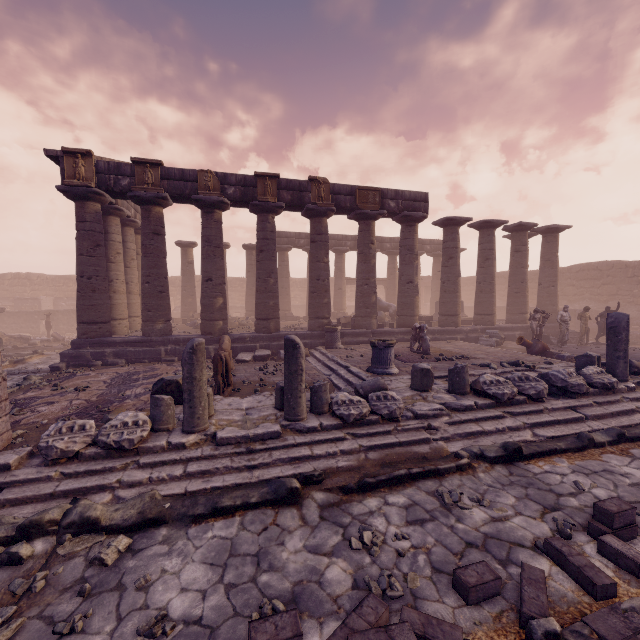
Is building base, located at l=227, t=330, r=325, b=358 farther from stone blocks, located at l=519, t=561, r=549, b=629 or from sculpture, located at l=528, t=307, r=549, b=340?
stone blocks, located at l=519, t=561, r=549, b=629

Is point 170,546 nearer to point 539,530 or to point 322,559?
point 322,559

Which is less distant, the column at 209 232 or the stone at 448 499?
the stone at 448 499

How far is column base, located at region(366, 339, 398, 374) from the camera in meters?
8.9

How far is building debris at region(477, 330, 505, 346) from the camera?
14.83m

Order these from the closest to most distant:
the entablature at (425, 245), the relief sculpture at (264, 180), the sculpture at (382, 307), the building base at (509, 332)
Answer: the relief sculpture at (264, 180) < the building base at (509, 332) < the sculpture at (382, 307) < the entablature at (425, 245)

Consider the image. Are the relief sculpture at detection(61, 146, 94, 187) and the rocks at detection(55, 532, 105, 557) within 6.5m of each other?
no

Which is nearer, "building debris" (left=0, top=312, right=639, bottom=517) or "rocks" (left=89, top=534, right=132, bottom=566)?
"rocks" (left=89, top=534, right=132, bottom=566)
